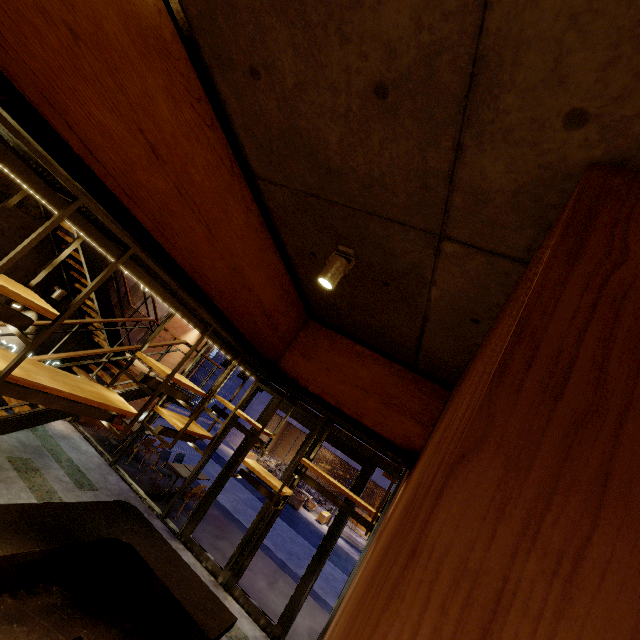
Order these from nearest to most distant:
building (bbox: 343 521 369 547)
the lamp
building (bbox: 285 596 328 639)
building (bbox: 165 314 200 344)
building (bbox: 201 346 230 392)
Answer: the lamp, building (bbox: 285 596 328 639), building (bbox: 165 314 200 344), building (bbox: 343 521 369 547), building (bbox: 201 346 230 392)

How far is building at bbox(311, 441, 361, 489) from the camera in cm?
2289

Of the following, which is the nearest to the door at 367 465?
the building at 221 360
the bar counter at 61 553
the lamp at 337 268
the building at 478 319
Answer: the building at 478 319

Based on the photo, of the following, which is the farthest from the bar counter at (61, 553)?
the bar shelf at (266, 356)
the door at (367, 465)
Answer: the door at (367, 465)

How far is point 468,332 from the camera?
2.6 meters

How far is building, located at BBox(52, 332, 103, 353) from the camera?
7.74m

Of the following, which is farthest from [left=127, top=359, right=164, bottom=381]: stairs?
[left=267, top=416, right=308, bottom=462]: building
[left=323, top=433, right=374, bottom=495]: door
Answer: [left=267, top=416, right=308, bottom=462]: building

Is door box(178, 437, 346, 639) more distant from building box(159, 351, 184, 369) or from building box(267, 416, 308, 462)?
building box(267, 416, 308, 462)
